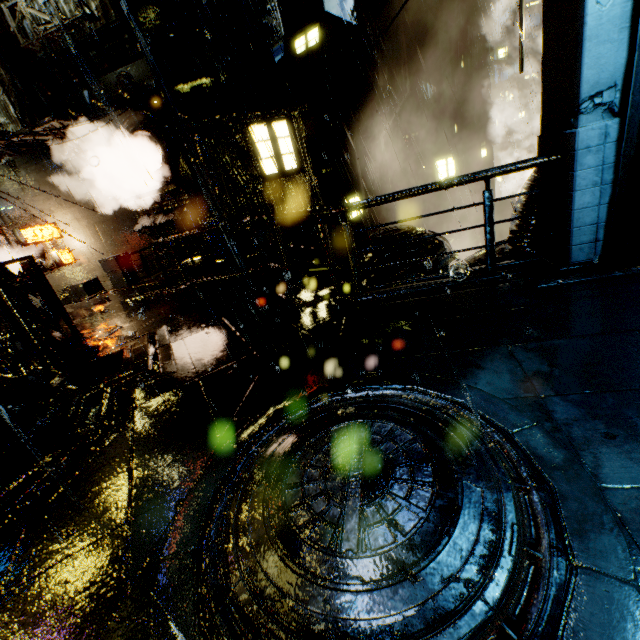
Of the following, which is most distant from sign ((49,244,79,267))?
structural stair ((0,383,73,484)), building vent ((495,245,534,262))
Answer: building vent ((495,245,534,262))

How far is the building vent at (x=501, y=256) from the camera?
6.31m

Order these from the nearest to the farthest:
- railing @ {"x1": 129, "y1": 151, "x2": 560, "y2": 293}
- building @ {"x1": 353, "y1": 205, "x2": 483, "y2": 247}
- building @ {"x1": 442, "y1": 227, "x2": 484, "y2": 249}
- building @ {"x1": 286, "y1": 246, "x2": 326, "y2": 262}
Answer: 1. railing @ {"x1": 129, "y1": 151, "x2": 560, "y2": 293}
2. building @ {"x1": 286, "y1": 246, "x2": 326, "y2": 262}
3. building @ {"x1": 442, "y1": 227, "x2": 484, "y2": 249}
4. building @ {"x1": 353, "y1": 205, "x2": 483, "y2": 247}

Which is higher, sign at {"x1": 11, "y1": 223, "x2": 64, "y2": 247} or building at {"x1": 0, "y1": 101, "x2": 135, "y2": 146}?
building at {"x1": 0, "y1": 101, "x2": 135, "y2": 146}

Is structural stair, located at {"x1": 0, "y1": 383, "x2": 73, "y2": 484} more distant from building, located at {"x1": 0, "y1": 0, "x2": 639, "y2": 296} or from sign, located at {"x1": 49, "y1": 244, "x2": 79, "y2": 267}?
sign, located at {"x1": 49, "y1": 244, "x2": 79, "y2": 267}

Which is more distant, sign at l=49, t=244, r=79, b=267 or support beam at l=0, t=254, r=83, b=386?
sign at l=49, t=244, r=79, b=267

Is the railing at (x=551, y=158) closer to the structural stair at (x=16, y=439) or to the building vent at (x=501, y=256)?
the building vent at (x=501, y=256)

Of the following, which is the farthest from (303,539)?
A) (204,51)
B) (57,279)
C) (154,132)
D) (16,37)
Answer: (57,279)
